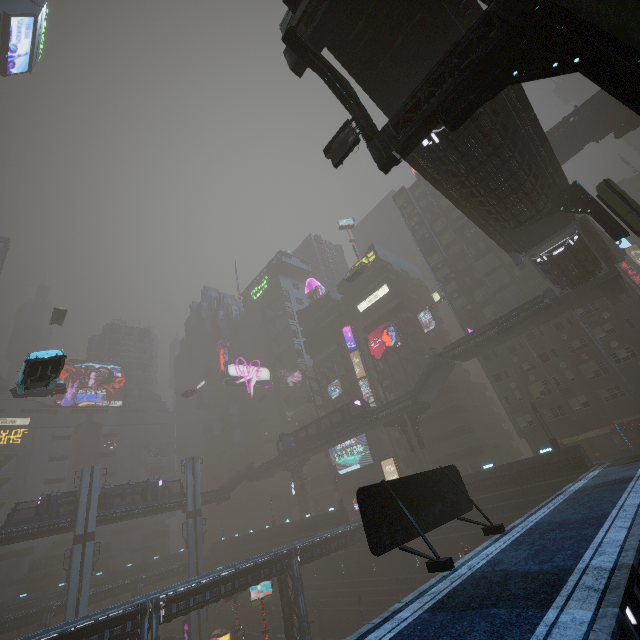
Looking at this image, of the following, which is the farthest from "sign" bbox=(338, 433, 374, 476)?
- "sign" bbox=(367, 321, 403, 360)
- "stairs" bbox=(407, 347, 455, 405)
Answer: "stairs" bbox=(407, 347, 455, 405)

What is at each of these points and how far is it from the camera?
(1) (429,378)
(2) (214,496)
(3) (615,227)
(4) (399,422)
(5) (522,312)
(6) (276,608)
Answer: (1) stairs, 40.3 meters
(2) bridge, 54.1 meters
(3) building structure, 19.3 meters
(4) building structure, 45.0 meters
(5) bridge, 33.5 meters
(6) building, 51.1 meters

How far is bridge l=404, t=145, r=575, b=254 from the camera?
18.1 meters

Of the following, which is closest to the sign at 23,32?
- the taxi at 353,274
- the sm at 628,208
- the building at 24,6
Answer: the building at 24,6

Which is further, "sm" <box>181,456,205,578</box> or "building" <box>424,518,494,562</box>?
"sm" <box>181,456,205,578</box>

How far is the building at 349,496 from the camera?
48.22m

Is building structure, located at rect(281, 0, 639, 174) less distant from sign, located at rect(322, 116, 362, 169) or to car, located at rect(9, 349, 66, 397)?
sign, located at rect(322, 116, 362, 169)

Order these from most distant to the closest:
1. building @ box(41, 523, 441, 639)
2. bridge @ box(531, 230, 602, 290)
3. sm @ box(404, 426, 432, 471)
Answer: sm @ box(404, 426, 432, 471) → bridge @ box(531, 230, 602, 290) → building @ box(41, 523, 441, 639)
